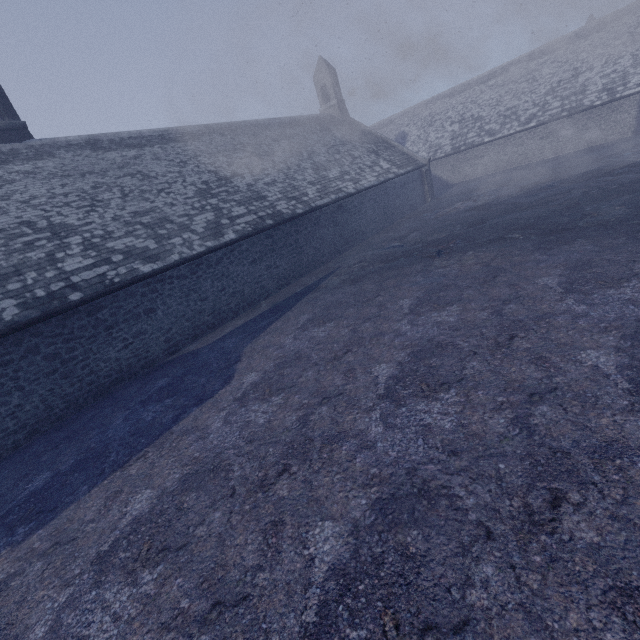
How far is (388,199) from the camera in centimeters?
2192cm
